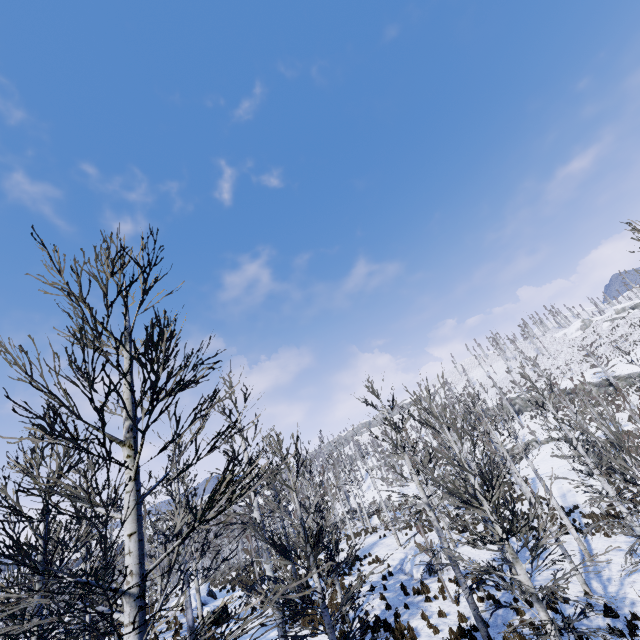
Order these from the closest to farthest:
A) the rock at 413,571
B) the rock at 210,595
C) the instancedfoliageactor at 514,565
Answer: the instancedfoliageactor at 514,565, the rock at 413,571, the rock at 210,595

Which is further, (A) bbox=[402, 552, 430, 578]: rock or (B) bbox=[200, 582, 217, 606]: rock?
(B) bbox=[200, 582, 217, 606]: rock

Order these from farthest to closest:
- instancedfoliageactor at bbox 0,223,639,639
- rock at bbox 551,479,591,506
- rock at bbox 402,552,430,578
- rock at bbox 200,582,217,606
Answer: rock at bbox 551,479,591,506 < rock at bbox 200,582,217,606 < rock at bbox 402,552,430,578 < instancedfoliageactor at bbox 0,223,639,639

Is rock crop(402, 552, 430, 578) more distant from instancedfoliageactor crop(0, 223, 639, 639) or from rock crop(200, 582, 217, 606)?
rock crop(200, 582, 217, 606)

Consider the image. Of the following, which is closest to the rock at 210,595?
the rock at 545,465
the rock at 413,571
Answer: the rock at 413,571

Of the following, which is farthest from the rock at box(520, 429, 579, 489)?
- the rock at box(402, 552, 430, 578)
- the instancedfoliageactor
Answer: the rock at box(402, 552, 430, 578)

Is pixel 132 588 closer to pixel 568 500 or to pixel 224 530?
pixel 224 530

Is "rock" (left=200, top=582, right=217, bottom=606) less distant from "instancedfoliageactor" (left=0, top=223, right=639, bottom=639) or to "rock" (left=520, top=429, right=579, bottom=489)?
"instancedfoliageactor" (left=0, top=223, right=639, bottom=639)
